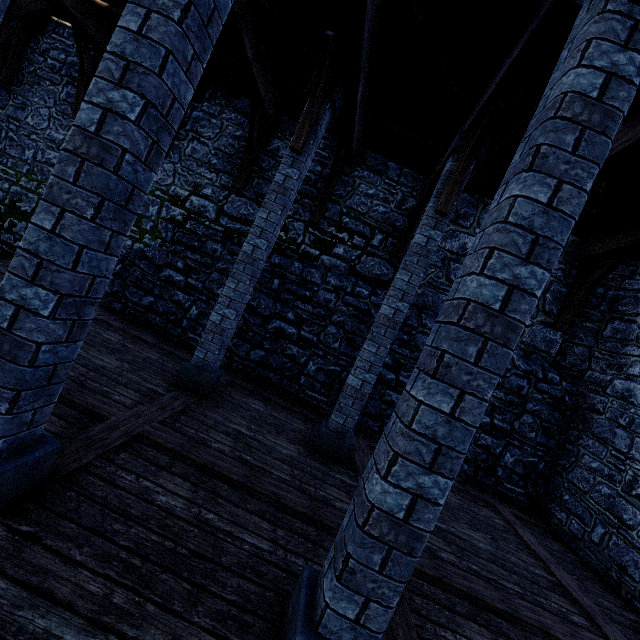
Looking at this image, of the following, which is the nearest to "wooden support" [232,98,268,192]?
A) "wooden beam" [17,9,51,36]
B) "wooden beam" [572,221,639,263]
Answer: "wooden beam" [17,9,51,36]

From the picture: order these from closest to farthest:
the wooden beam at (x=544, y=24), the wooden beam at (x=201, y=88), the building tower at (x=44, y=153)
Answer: the wooden beam at (x=544, y=24) < the wooden beam at (x=201, y=88) < the building tower at (x=44, y=153)

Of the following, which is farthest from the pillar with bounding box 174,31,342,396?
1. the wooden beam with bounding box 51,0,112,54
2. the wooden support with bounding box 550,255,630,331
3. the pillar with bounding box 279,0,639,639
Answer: the wooden support with bounding box 550,255,630,331

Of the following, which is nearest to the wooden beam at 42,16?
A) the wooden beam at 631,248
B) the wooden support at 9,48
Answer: the wooden support at 9,48

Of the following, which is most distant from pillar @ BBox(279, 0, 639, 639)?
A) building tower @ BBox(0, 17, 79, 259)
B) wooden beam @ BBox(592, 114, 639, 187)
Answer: building tower @ BBox(0, 17, 79, 259)

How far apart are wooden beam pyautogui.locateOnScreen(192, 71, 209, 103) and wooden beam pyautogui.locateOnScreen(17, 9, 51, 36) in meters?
4.1 m

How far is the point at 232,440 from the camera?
4.2m

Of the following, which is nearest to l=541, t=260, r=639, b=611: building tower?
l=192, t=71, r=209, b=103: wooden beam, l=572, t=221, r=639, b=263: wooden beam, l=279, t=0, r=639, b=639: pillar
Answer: l=192, t=71, r=209, b=103: wooden beam
